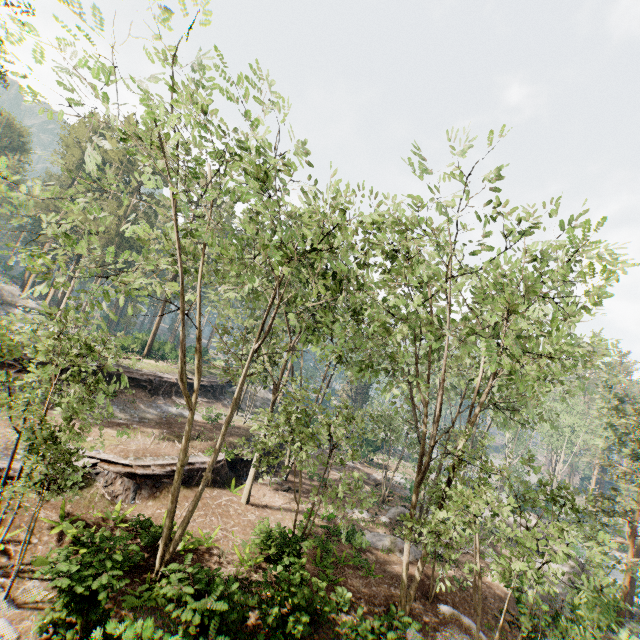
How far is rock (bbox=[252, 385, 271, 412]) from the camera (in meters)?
43.19

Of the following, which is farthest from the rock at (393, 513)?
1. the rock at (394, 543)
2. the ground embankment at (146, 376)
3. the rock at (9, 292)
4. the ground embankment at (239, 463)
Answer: the rock at (9, 292)

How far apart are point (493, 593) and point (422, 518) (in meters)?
5.40

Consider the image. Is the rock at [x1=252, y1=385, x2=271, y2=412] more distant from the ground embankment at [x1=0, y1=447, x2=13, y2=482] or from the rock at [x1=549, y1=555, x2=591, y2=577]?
the rock at [x1=549, y1=555, x2=591, y2=577]

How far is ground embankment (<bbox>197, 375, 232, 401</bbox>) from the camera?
36.15m

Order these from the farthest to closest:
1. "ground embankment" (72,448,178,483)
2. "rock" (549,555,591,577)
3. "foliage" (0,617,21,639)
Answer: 1. "rock" (549,555,591,577)
2. "ground embankment" (72,448,178,483)
3. "foliage" (0,617,21,639)

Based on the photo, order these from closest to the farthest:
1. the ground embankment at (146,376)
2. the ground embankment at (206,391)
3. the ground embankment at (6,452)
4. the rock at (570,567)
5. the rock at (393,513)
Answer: the ground embankment at (6,452) → the rock at (393,513) → the rock at (570,567) → the ground embankment at (146,376) → the ground embankment at (206,391)

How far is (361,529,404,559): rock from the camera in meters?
20.8
